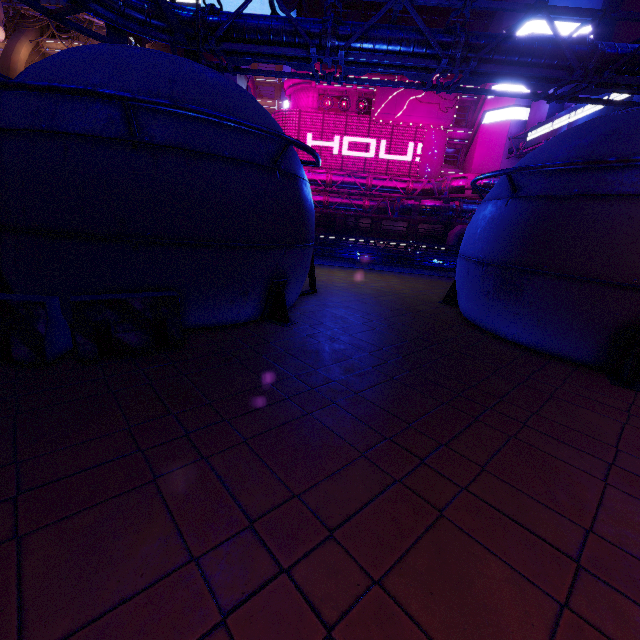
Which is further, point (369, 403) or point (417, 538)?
point (369, 403)

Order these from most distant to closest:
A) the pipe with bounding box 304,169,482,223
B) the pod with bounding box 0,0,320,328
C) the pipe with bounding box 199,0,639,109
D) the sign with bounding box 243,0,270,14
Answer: the sign with bounding box 243,0,270,14 < the pipe with bounding box 304,169,482,223 < the pipe with bounding box 199,0,639,109 < the pod with bounding box 0,0,320,328

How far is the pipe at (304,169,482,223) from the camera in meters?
32.1

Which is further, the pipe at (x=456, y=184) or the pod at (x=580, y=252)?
the pipe at (x=456, y=184)

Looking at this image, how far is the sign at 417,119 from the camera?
38.0m

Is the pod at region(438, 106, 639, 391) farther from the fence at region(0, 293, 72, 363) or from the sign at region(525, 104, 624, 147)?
the sign at region(525, 104, 624, 147)

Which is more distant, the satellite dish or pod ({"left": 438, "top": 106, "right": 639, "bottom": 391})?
the satellite dish

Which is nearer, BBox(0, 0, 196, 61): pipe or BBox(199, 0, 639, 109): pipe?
BBox(0, 0, 196, 61): pipe
